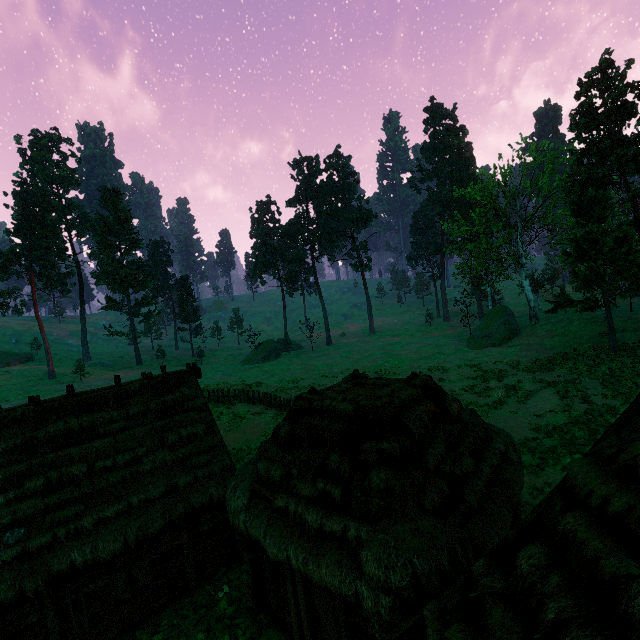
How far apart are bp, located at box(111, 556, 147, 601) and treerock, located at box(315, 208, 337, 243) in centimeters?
5473cm

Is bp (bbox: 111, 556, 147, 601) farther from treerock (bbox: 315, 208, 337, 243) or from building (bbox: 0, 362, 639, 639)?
treerock (bbox: 315, 208, 337, 243)

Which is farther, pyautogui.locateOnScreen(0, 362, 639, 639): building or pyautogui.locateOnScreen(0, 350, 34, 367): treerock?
pyautogui.locateOnScreen(0, 350, 34, 367): treerock

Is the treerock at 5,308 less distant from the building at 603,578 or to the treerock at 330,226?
the building at 603,578

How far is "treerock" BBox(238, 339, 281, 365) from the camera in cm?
5328

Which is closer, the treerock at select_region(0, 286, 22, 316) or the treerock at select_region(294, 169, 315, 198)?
the treerock at select_region(0, 286, 22, 316)

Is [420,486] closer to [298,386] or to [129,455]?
[129,455]

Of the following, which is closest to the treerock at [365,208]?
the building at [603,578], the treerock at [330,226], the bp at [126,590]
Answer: the building at [603,578]
